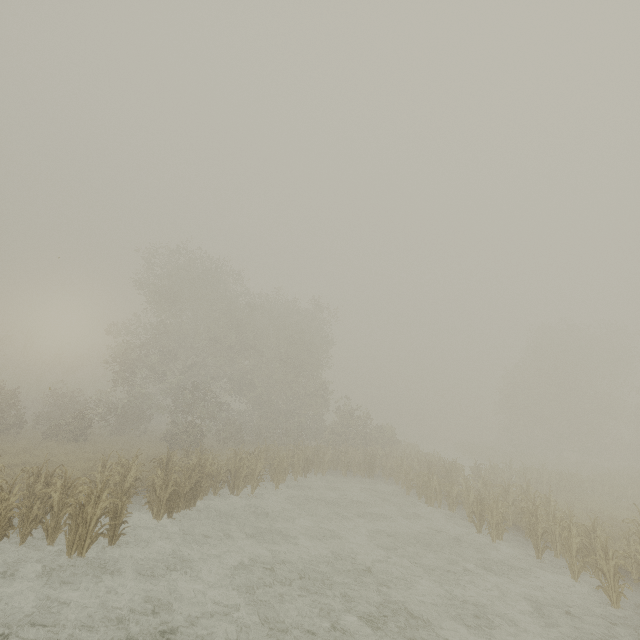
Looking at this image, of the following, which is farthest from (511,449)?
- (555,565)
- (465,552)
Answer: (465,552)
